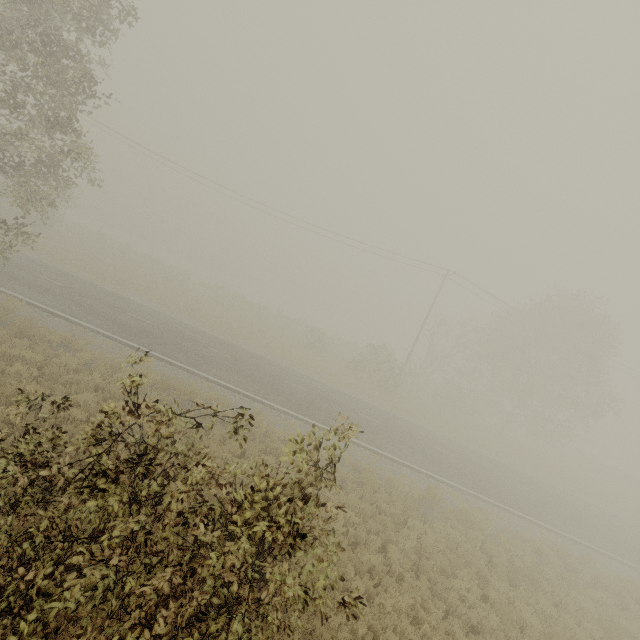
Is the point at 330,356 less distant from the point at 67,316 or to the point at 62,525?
the point at 67,316
